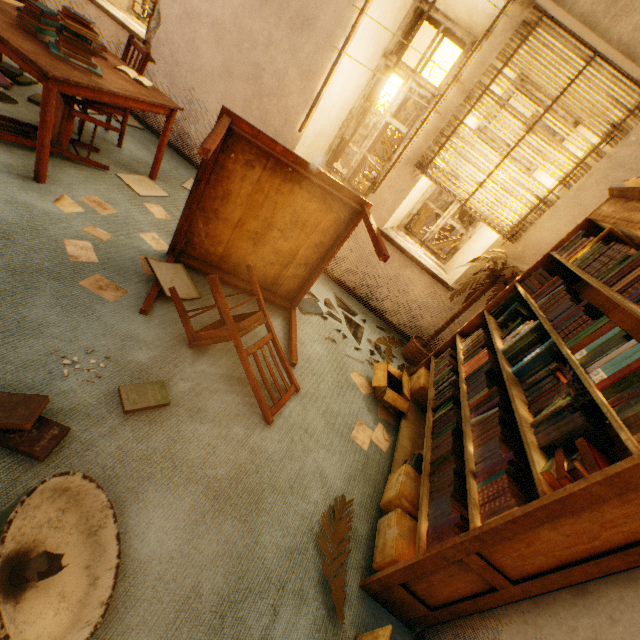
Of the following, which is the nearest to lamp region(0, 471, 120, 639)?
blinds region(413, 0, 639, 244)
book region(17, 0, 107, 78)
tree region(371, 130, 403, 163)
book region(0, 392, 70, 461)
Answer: book region(0, 392, 70, 461)

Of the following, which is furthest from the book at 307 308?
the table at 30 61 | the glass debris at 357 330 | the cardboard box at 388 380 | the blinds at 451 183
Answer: the table at 30 61

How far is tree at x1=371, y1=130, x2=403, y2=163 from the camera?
6.6m

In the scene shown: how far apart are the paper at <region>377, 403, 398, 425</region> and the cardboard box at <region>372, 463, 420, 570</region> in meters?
1.0 m

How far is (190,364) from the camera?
2.0 meters

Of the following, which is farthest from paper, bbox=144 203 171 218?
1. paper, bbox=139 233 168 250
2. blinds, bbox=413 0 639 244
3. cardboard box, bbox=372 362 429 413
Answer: cardboard box, bbox=372 362 429 413

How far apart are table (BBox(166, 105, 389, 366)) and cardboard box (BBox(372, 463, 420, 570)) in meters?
1.2 m

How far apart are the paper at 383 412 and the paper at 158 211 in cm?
257
